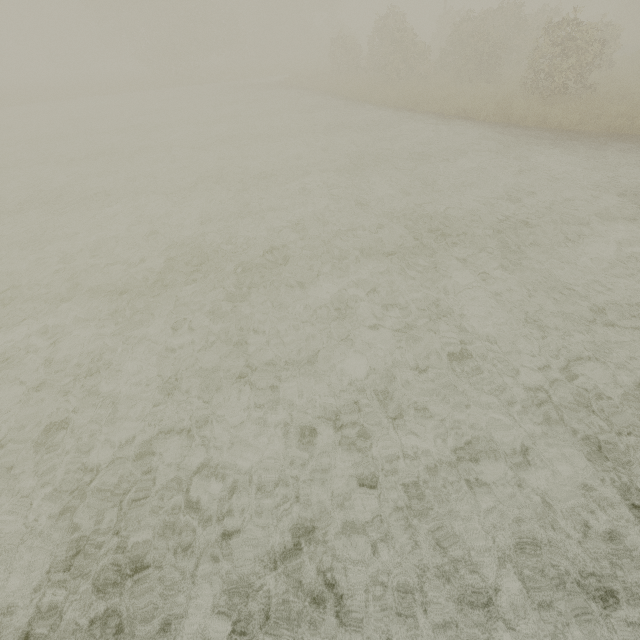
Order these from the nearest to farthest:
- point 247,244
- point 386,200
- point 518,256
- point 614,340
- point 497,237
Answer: point 614,340 < point 518,256 < point 497,237 < point 247,244 < point 386,200
